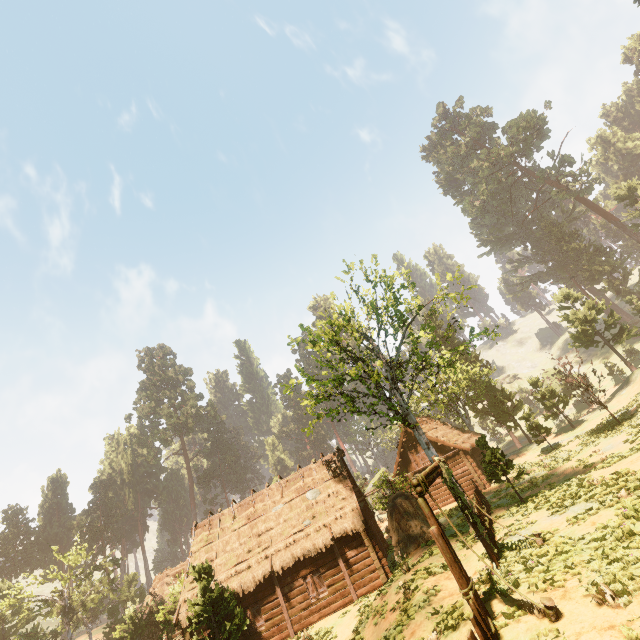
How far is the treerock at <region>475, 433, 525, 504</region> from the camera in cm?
1669

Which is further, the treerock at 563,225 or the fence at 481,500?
the treerock at 563,225

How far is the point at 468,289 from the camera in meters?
19.7 m

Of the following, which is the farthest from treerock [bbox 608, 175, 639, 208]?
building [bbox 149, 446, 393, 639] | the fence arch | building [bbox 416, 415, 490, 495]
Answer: the fence arch

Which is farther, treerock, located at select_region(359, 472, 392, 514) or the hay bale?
treerock, located at select_region(359, 472, 392, 514)

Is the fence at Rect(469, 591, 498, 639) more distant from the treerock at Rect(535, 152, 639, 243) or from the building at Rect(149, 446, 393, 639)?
the treerock at Rect(535, 152, 639, 243)

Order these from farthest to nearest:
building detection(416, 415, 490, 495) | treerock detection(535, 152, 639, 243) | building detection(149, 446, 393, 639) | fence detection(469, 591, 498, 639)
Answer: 1. treerock detection(535, 152, 639, 243)
2. building detection(416, 415, 490, 495)
3. building detection(149, 446, 393, 639)
4. fence detection(469, 591, 498, 639)

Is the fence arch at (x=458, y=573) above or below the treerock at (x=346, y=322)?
below
